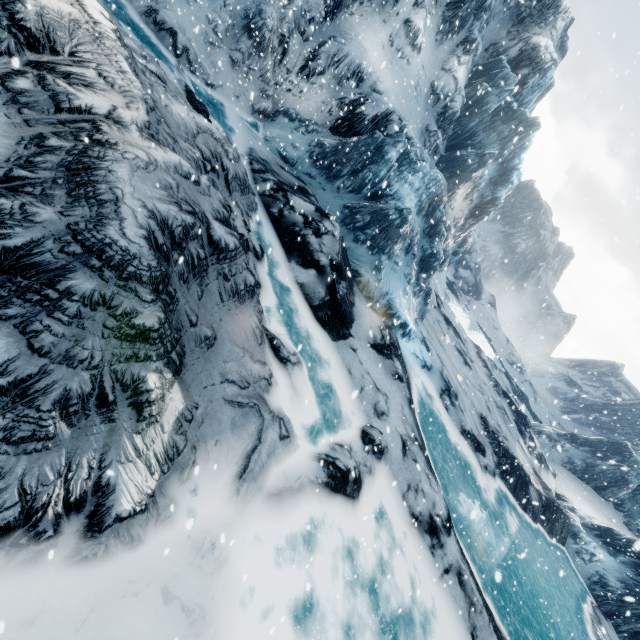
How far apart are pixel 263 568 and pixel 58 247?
5.2m
